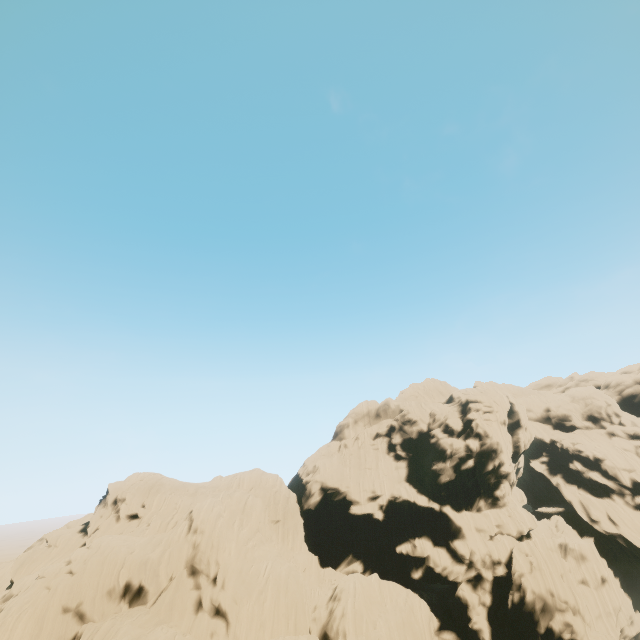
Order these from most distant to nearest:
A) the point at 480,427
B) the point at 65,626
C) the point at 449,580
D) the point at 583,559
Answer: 1. the point at 480,427
2. the point at 583,559
3. the point at 449,580
4. the point at 65,626
